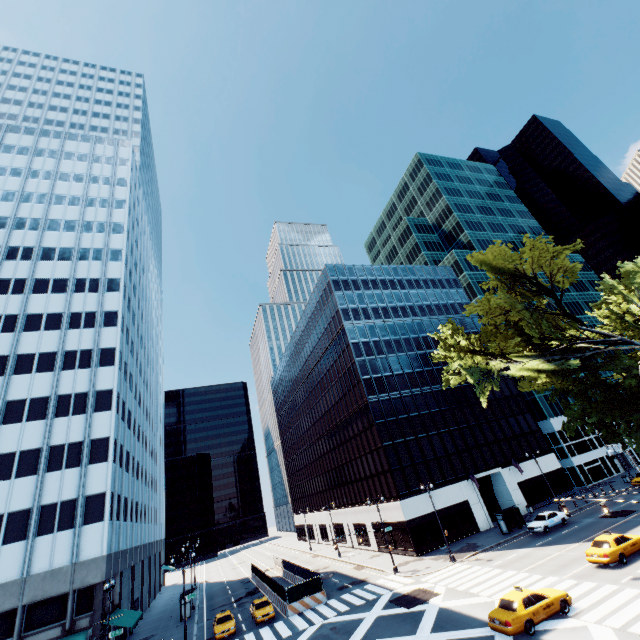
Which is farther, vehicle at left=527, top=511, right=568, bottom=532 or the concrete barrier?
vehicle at left=527, top=511, right=568, bottom=532

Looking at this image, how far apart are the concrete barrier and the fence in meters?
0.0

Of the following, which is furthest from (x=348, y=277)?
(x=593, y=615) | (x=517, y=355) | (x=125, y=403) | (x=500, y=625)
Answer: (x=593, y=615)

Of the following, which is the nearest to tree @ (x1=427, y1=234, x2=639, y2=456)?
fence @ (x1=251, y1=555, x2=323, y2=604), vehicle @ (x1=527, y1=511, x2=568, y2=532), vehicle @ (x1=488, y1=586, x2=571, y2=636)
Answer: vehicle @ (x1=488, y1=586, x2=571, y2=636)

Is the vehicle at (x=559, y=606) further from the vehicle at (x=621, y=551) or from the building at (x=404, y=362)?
the building at (x=404, y=362)

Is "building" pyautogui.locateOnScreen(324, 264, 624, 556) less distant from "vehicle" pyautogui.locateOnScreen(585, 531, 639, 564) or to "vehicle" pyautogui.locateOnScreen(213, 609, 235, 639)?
"vehicle" pyautogui.locateOnScreen(585, 531, 639, 564)

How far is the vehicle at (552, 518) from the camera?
34.6 meters

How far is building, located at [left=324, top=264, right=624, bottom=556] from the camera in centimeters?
4269cm
